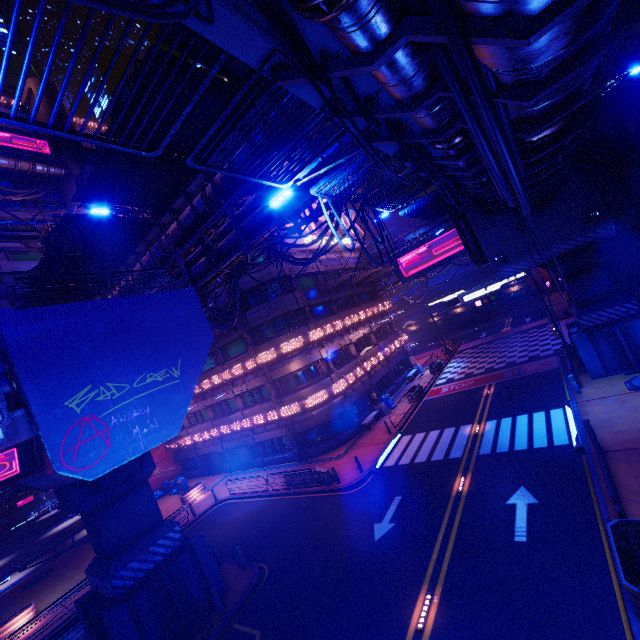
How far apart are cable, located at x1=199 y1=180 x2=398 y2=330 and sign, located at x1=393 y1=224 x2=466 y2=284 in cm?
2845

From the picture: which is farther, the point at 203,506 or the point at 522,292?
the point at 522,292

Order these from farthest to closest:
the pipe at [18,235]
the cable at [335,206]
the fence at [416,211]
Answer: the pipe at [18,235], the fence at [416,211], the cable at [335,206]

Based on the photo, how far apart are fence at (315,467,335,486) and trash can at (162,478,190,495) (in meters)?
20.74

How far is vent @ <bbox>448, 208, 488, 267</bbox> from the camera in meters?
20.5 m

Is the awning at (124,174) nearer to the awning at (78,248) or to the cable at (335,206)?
the awning at (78,248)

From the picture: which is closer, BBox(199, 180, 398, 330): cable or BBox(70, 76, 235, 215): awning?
BBox(199, 180, 398, 330): cable

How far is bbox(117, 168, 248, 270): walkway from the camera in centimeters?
1585cm
